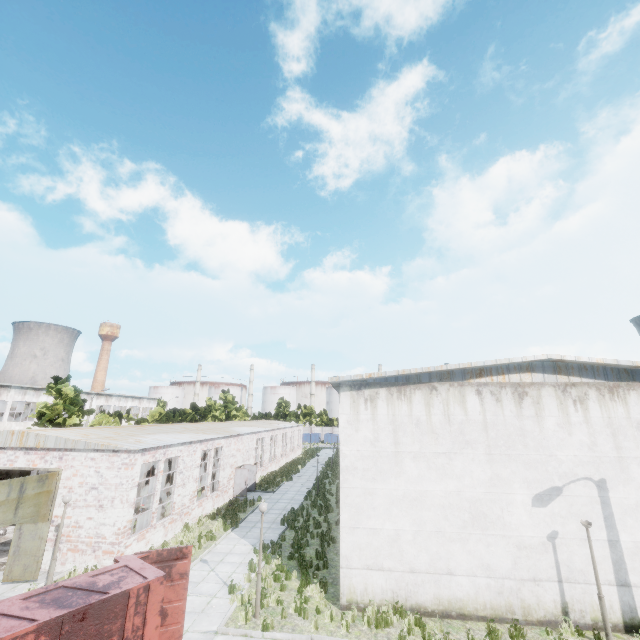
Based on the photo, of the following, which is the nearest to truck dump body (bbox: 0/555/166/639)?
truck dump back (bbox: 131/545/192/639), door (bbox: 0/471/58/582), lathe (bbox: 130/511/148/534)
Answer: truck dump back (bbox: 131/545/192/639)

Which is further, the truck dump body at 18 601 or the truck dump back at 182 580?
the truck dump back at 182 580

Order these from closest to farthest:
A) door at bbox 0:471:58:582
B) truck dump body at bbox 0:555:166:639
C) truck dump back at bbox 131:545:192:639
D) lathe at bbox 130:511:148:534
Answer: truck dump body at bbox 0:555:166:639
truck dump back at bbox 131:545:192:639
door at bbox 0:471:58:582
lathe at bbox 130:511:148:534

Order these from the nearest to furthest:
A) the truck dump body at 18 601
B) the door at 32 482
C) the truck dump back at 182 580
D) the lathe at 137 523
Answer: the truck dump body at 18 601, the truck dump back at 182 580, the door at 32 482, the lathe at 137 523

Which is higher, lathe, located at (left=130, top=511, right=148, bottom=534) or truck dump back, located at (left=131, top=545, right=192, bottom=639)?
truck dump back, located at (left=131, top=545, right=192, bottom=639)

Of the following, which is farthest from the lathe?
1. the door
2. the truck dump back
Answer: the truck dump back

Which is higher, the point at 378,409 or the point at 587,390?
the point at 587,390
